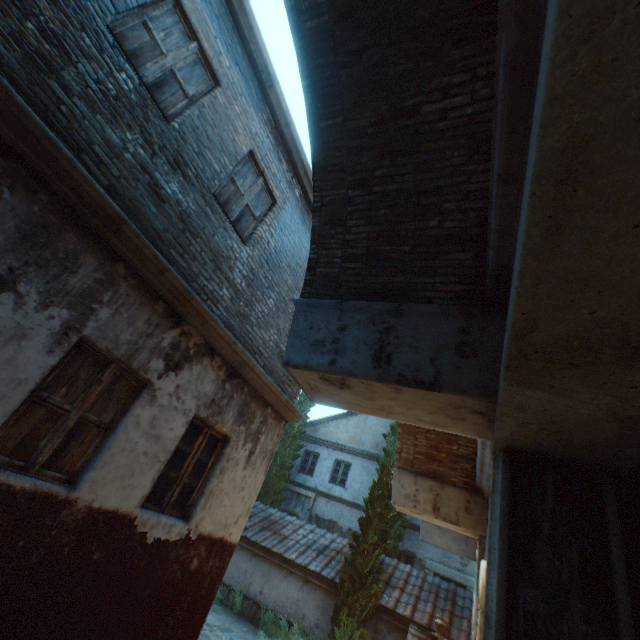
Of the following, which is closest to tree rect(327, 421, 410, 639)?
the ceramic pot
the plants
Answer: the plants

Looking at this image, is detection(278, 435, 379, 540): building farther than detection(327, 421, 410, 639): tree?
Yes

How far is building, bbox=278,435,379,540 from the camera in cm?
1634

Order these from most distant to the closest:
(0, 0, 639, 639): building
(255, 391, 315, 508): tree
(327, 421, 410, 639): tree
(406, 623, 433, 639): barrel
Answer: (255, 391, 315, 508): tree < (327, 421, 410, 639): tree < (406, 623, 433, 639): barrel < (0, 0, 639, 639): building

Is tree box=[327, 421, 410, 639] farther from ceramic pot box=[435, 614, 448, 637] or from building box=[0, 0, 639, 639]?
ceramic pot box=[435, 614, 448, 637]

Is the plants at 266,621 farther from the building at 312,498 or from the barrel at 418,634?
the building at 312,498

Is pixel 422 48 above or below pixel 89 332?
above

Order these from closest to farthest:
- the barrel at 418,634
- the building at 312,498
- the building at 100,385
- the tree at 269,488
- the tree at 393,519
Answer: the building at 100,385 → the barrel at 418,634 → the tree at 393,519 → the building at 312,498 → the tree at 269,488
